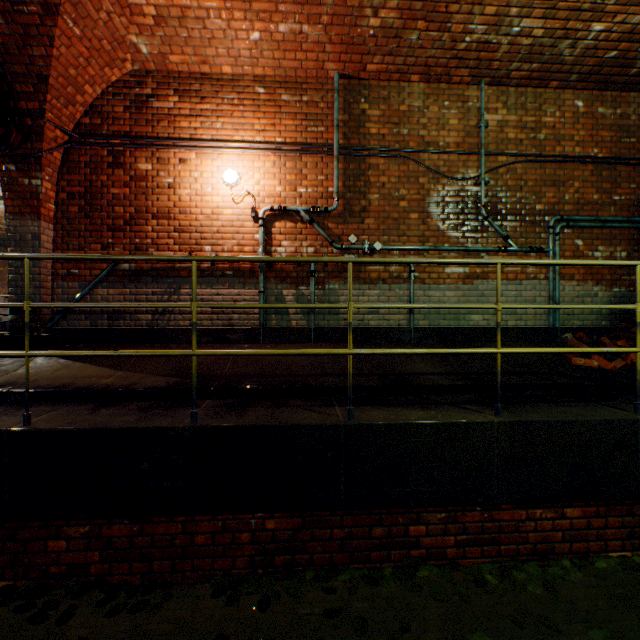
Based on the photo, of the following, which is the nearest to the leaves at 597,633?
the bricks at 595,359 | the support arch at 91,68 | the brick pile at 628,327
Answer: the brick pile at 628,327

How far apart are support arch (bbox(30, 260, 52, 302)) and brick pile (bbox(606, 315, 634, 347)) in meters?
7.5

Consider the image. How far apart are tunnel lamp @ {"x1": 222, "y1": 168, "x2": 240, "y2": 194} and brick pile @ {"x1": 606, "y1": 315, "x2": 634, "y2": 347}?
5.50m

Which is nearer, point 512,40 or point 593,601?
point 593,601

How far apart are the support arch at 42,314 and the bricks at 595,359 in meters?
7.0 m

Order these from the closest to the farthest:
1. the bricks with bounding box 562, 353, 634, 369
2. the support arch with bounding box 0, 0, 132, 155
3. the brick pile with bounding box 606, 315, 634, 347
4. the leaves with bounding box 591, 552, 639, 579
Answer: the leaves with bounding box 591, 552, 639, 579
the support arch with bounding box 0, 0, 132, 155
the bricks with bounding box 562, 353, 634, 369
the brick pile with bounding box 606, 315, 634, 347

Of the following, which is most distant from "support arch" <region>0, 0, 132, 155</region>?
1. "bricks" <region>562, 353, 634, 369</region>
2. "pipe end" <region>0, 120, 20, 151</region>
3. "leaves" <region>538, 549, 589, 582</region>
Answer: "bricks" <region>562, 353, 634, 369</region>
